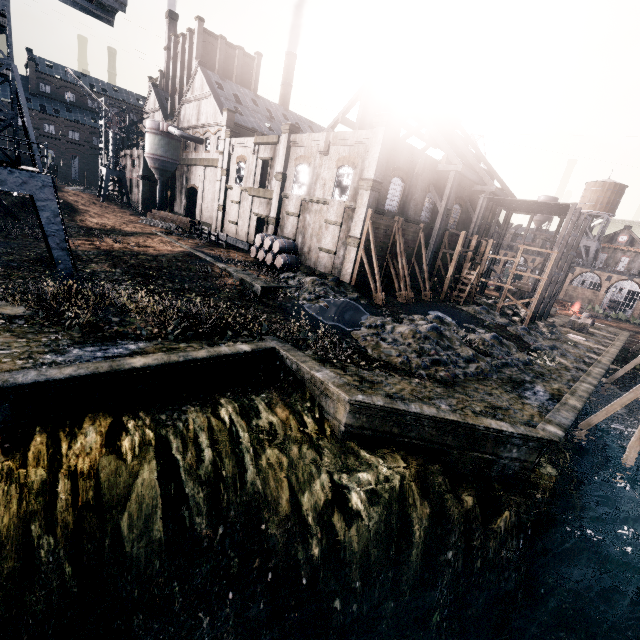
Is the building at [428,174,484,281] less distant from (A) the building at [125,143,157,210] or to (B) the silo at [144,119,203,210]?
(A) the building at [125,143,157,210]

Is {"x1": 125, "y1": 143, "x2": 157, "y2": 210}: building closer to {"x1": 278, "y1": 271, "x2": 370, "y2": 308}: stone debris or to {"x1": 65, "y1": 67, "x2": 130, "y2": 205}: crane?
{"x1": 65, "y1": 67, "x2": 130, "y2": 205}: crane

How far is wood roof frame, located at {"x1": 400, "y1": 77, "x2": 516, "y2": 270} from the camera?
29.80m

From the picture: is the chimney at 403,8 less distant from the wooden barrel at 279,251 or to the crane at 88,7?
the wooden barrel at 279,251

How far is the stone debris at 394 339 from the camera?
17.3 meters

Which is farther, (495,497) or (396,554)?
(495,497)

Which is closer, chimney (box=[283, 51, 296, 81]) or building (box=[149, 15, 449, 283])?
building (box=[149, 15, 449, 283])

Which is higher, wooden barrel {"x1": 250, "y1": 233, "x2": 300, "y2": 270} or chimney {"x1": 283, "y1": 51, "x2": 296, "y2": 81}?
chimney {"x1": 283, "y1": 51, "x2": 296, "y2": 81}
